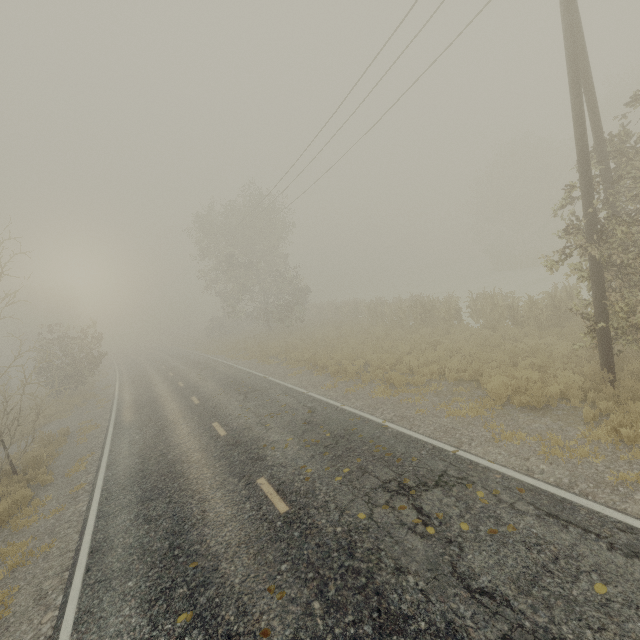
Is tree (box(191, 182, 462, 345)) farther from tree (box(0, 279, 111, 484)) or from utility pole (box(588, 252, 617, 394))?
tree (box(0, 279, 111, 484))

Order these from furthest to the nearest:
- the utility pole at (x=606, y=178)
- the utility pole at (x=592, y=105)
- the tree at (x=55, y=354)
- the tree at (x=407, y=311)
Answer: the tree at (x=407, y=311)
the tree at (x=55, y=354)
the utility pole at (x=606, y=178)
the utility pole at (x=592, y=105)

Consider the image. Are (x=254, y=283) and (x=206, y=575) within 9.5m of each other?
no

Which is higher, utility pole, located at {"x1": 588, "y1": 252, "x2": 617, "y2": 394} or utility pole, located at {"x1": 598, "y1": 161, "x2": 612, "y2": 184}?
utility pole, located at {"x1": 598, "y1": 161, "x2": 612, "y2": 184}

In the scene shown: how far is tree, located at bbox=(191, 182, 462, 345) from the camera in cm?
2173

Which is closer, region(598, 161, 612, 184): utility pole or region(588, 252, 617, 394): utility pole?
region(588, 252, 617, 394): utility pole

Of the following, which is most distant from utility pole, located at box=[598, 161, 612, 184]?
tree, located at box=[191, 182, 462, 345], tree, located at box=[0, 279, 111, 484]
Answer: tree, located at box=[0, 279, 111, 484]

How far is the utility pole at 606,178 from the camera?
8.8 meters
